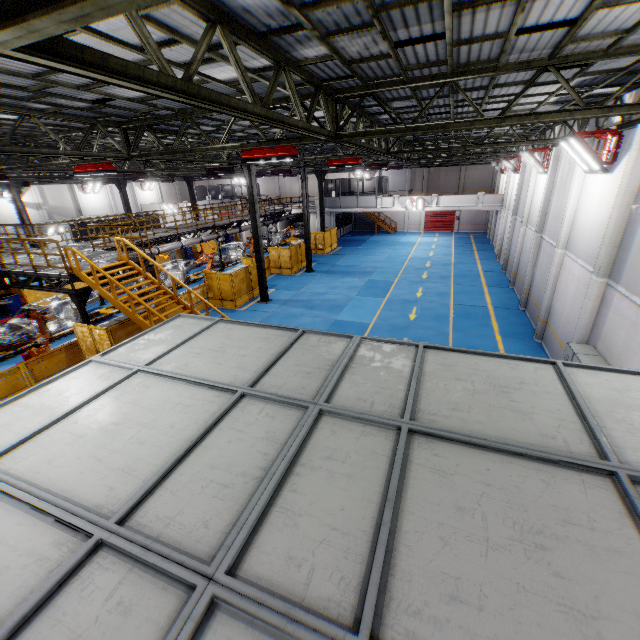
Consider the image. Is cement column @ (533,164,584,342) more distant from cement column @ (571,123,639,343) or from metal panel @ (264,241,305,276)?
metal panel @ (264,241,305,276)

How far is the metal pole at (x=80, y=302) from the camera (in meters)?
12.59

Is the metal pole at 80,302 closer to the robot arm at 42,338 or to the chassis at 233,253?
the robot arm at 42,338

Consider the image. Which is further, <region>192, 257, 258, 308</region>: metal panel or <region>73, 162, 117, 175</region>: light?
<region>192, 257, 258, 308</region>: metal panel

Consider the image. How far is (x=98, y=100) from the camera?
8.1 meters

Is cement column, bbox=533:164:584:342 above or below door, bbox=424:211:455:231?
above

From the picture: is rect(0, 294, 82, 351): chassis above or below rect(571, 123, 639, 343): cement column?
below

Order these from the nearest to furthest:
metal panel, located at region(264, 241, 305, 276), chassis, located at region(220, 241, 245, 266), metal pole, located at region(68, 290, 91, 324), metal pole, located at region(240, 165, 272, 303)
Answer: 1. metal pole, located at region(68, 290, 91, 324)
2. metal pole, located at region(240, 165, 272, 303)
3. metal panel, located at region(264, 241, 305, 276)
4. chassis, located at region(220, 241, 245, 266)
